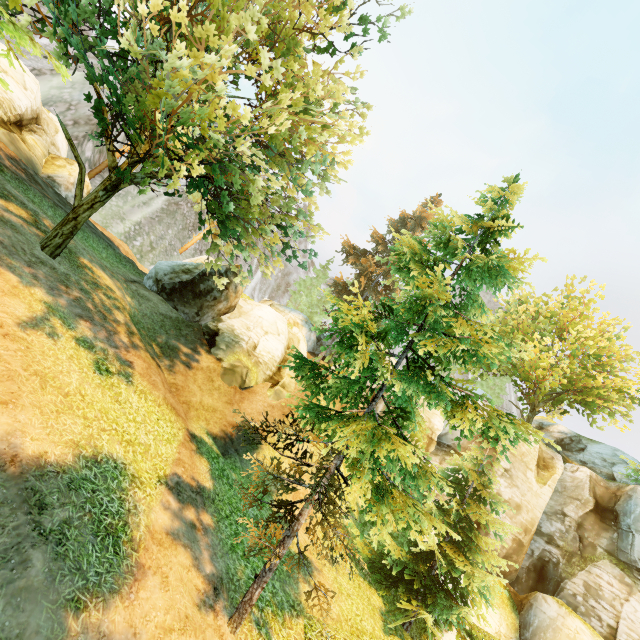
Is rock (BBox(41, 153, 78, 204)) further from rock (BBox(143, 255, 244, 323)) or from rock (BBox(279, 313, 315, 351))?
rock (BBox(279, 313, 315, 351))

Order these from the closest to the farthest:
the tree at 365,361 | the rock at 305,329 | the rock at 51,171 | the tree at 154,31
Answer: the tree at 365,361 → the tree at 154,31 → the rock at 51,171 → the rock at 305,329

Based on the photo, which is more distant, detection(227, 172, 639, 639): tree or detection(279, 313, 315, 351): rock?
detection(279, 313, 315, 351): rock

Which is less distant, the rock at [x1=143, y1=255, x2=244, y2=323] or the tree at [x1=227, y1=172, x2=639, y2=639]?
the tree at [x1=227, y1=172, x2=639, y2=639]

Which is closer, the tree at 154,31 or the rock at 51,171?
the tree at 154,31

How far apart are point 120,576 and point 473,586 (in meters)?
12.86

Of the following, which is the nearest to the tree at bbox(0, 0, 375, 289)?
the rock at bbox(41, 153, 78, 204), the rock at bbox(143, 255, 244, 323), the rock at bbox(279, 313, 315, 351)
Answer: the rock at bbox(279, 313, 315, 351)

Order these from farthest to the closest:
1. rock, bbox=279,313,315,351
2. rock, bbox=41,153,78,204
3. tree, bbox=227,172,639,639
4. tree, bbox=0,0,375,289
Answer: rock, bbox=279,313,315,351, rock, bbox=41,153,78,204, tree, bbox=0,0,375,289, tree, bbox=227,172,639,639
